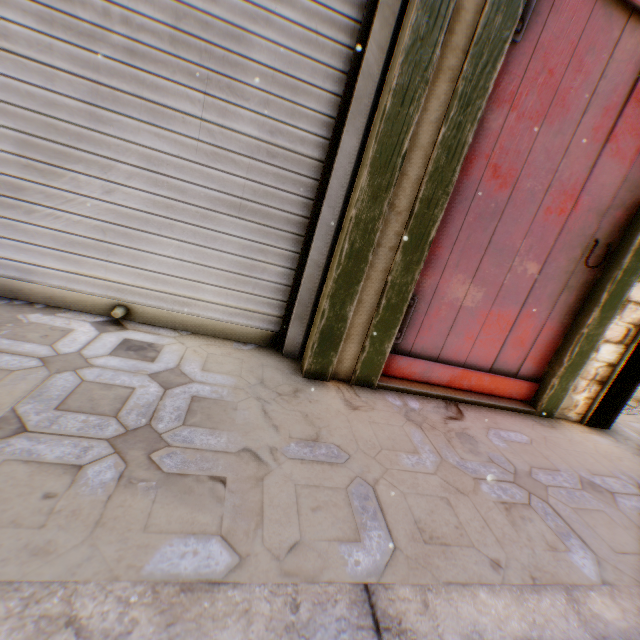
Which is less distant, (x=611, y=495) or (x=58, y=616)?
(x=58, y=616)

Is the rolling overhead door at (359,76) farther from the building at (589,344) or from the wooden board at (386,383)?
the wooden board at (386,383)

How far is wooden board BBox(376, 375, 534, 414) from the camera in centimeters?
198cm

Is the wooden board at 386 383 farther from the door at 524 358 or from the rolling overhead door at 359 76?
the rolling overhead door at 359 76

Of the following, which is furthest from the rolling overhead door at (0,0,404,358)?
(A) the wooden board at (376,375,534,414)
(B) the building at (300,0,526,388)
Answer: (A) the wooden board at (376,375,534,414)

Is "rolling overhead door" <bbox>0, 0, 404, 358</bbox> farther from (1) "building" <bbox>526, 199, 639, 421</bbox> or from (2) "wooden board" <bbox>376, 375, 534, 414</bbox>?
(2) "wooden board" <bbox>376, 375, 534, 414</bbox>

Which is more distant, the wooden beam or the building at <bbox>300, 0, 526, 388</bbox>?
the wooden beam

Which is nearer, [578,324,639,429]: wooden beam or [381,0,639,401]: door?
[381,0,639,401]: door
